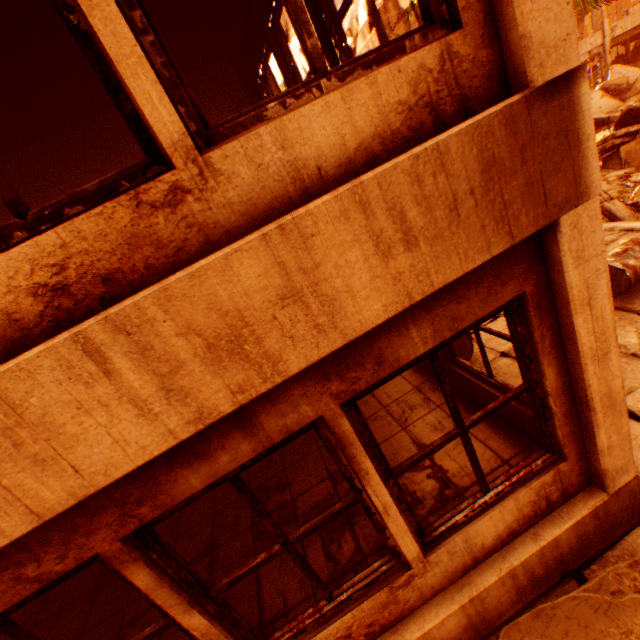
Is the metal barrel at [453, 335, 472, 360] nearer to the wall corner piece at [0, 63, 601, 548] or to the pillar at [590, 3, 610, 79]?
the wall corner piece at [0, 63, 601, 548]

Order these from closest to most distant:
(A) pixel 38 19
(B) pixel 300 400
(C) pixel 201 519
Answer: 1. (B) pixel 300 400
2. (A) pixel 38 19
3. (C) pixel 201 519

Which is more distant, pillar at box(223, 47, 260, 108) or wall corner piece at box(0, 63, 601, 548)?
pillar at box(223, 47, 260, 108)

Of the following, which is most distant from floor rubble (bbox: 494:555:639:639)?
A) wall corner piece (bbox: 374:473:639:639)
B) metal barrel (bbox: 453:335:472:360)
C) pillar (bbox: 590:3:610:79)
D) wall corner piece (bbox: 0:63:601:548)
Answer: pillar (bbox: 590:3:610:79)

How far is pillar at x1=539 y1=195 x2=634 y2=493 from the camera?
1.87m

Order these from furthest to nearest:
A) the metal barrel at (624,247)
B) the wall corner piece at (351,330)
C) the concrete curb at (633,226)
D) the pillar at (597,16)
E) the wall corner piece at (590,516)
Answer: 1. the pillar at (597,16)
2. the concrete curb at (633,226)
3. the metal barrel at (624,247)
4. the wall corner piece at (590,516)
5. the wall corner piece at (351,330)

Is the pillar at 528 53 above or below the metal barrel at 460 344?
above

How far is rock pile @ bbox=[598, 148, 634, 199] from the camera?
9.30m
